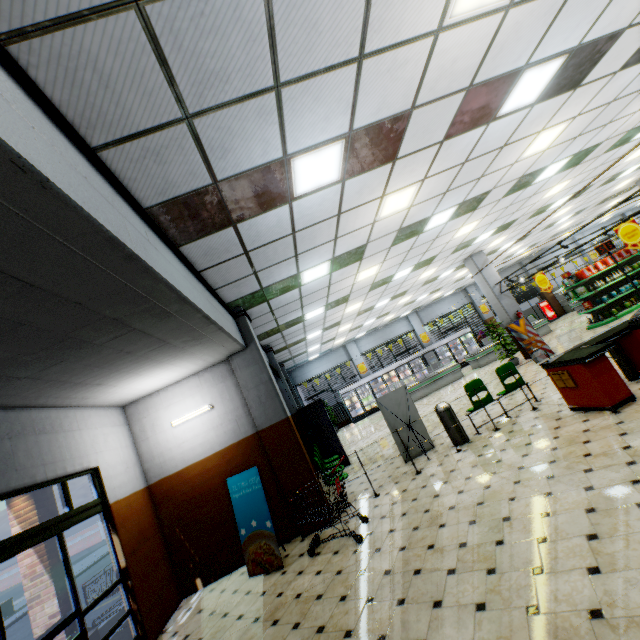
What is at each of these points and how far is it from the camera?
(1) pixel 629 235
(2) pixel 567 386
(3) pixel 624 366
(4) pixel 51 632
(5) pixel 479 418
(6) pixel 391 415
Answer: (1) sign, 8.3 meters
(2) checkout counter, 5.8 meters
(3) rail gate base, 6.1 meters
(4) door, 3.8 meters
(5) building, 8.5 meters
(6) sign, 7.9 meters

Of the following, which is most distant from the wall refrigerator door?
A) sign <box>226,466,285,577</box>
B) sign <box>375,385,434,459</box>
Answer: sign <box>226,466,285,577</box>

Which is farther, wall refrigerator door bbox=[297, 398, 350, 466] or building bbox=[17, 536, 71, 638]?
wall refrigerator door bbox=[297, 398, 350, 466]

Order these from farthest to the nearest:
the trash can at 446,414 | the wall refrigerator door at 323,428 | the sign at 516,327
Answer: the sign at 516,327
the wall refrigerator door at 323,428
the trash can at 446,414

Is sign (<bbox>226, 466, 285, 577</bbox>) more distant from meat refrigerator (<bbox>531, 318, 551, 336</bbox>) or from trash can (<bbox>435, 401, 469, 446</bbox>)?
meat refrigerator (<bbox>531, 318, 551, 336</bbox>)

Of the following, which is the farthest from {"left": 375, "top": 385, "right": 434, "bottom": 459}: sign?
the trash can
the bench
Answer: the bench

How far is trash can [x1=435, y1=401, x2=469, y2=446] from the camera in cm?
717

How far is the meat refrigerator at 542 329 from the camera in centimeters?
1825cm
